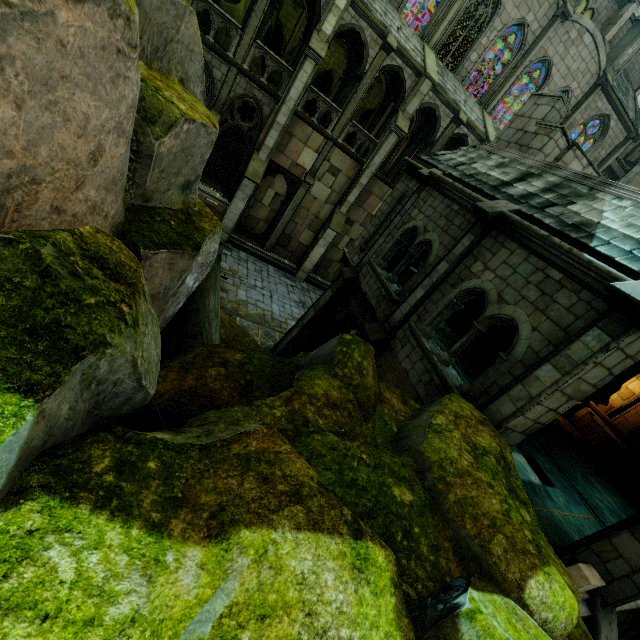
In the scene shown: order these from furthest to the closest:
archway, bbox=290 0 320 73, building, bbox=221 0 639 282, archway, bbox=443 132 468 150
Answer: archway, bbox=443 132 468 150 → building, bbox=221 0 639 282 → archway, bbox=290 0 320 73

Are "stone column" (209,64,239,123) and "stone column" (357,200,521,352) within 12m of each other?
no

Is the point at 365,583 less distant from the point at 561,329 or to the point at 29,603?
the point at 29,603

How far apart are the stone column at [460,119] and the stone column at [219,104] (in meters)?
11.58

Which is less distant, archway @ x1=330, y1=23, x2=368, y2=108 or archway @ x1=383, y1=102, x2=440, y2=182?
archway @ x1=330, y1=23, x2=368, y2=108

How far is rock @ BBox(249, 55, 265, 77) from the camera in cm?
2895

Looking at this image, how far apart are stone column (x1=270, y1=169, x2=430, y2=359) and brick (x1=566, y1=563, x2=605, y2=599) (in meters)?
9.31

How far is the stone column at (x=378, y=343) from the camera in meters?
7.7
